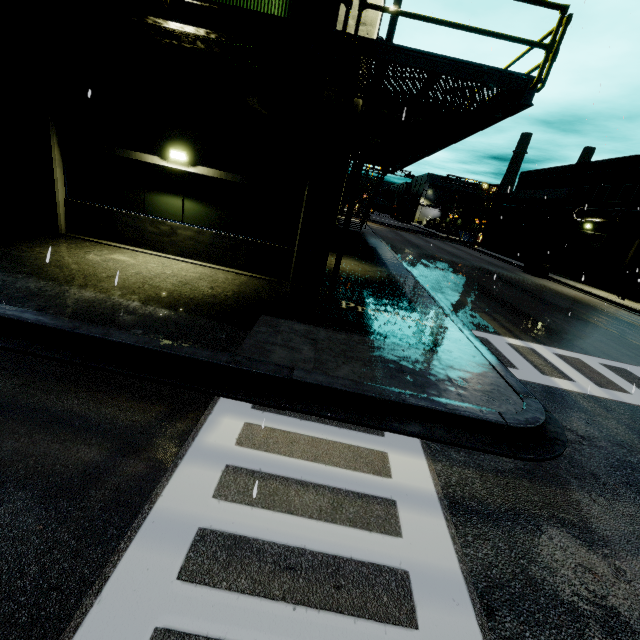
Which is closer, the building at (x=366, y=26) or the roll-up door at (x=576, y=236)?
the building at (x=366, y=26)

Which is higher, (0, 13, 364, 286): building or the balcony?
the balcony

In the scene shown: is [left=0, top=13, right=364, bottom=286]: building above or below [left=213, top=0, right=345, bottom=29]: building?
below

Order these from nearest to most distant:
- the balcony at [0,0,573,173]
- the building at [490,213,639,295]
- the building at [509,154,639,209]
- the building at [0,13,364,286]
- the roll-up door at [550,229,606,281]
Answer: the balcony at [0,0,573,173] → the building at [0,13,364,286] → the building at [490,213,639,295] → the building at [509,154,639,209] → the roll-up door at [550,229,606,281]

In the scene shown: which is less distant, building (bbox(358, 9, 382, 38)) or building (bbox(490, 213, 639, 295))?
building (bbox(358, 9, 382, 38))

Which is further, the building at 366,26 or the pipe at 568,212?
the pipe at 568,212

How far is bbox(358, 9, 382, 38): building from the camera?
7.3m

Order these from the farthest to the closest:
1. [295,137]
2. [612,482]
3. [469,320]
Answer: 1. [469,320]
2. [295,137]
3. [612,482]
